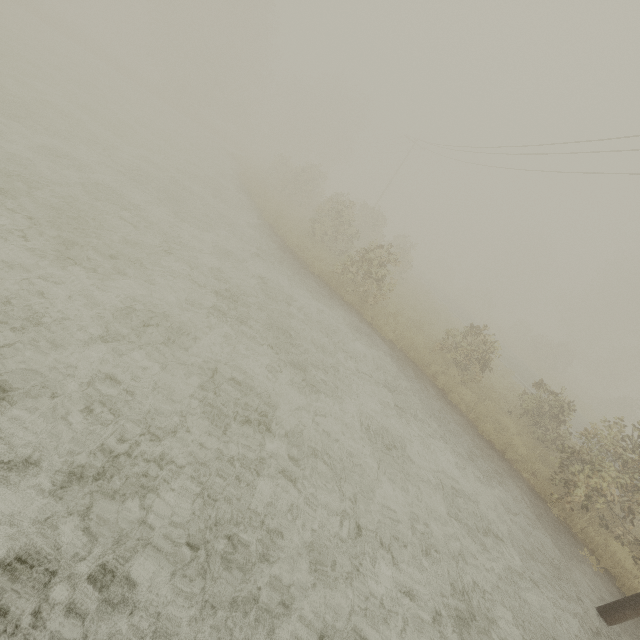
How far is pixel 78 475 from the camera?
3.3 meters

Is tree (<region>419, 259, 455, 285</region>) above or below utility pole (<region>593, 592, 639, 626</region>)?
above

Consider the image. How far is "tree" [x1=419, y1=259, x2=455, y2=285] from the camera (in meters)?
54.14

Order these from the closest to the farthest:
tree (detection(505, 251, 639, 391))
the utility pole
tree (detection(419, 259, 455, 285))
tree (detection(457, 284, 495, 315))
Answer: the utility pole
tree (detection(505, 251, 639, 391))
tree (detection(457, 284, 495, 315))
tree (detection(419, 259, 455, 285))

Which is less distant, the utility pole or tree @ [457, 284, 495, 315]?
the utility pole

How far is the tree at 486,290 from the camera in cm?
4703
